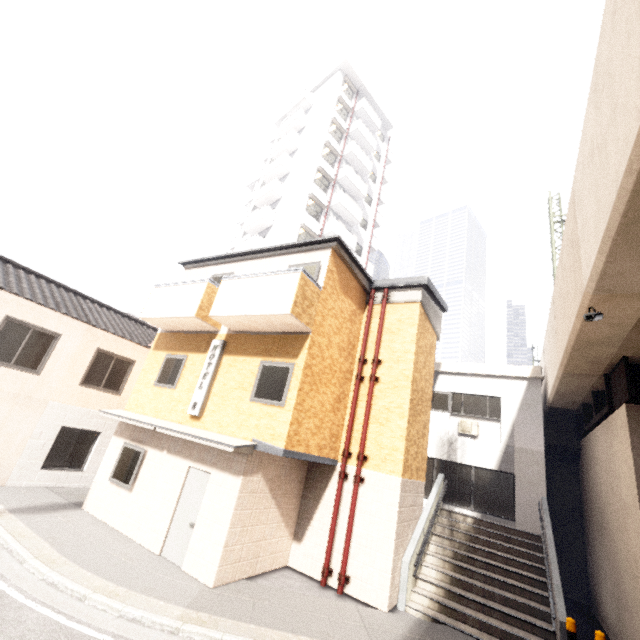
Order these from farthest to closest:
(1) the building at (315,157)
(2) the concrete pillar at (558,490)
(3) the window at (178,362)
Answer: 1. (1) the building at (315,157)
2. (2) the concrete pillar at (558,490)
3. (3) the window at (178,362)

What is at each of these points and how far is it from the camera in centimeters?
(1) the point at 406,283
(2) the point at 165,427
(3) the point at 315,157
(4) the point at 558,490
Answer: (1) awning, 1115cm
(2) awning, 874cm
(3) building, 2678cm
(4) concrete pillar, 1406cm

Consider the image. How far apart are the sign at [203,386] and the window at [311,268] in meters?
2.3 m

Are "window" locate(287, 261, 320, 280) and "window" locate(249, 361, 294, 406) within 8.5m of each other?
yes

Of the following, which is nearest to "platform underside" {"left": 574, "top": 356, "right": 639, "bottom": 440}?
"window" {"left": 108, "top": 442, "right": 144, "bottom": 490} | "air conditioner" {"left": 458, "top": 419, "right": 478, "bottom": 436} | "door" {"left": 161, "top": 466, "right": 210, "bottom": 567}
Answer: "air conditioner" {"left": 458, "top": 419, "right": 478, "bottom": 436}

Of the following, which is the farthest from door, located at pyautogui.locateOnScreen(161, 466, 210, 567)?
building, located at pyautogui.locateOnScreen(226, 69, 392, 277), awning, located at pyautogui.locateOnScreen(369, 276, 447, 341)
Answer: building, located at pyautogui.locateOnScreen(226, 69, 392, 277)

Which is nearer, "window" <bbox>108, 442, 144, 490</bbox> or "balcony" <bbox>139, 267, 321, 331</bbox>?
"balcony" <bbox>139, 267, 321, 331</bbox>

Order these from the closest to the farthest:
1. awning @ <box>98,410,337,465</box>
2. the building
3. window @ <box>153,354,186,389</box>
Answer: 1. awning @ <box>98,410,337,465</box>
2. window @ <box>153,354,186,389</box>
3. the building
